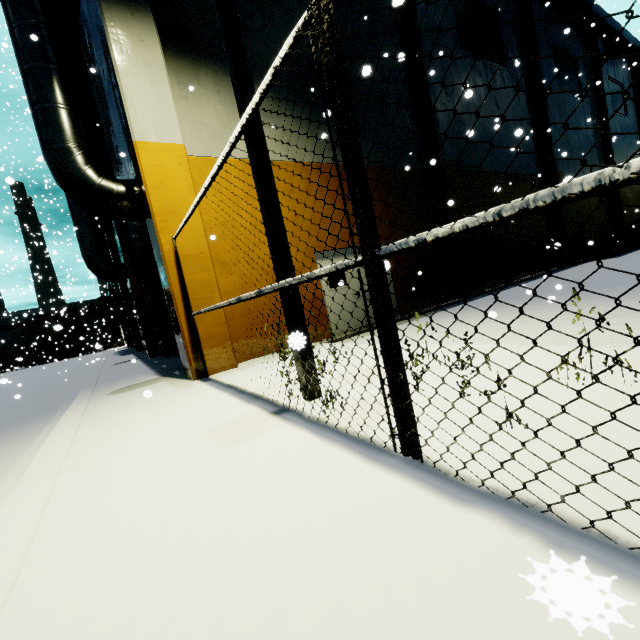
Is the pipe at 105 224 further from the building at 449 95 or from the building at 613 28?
the building at 613 28

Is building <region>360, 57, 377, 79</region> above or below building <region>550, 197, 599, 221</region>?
above

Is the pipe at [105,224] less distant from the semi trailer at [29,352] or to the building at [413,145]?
the building at [413,145]

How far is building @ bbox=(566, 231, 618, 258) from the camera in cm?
1784

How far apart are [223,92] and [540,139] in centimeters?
1763cm

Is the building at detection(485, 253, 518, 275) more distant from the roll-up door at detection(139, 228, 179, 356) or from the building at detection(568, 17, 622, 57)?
the building at detection(568, 17, 622, 57)
